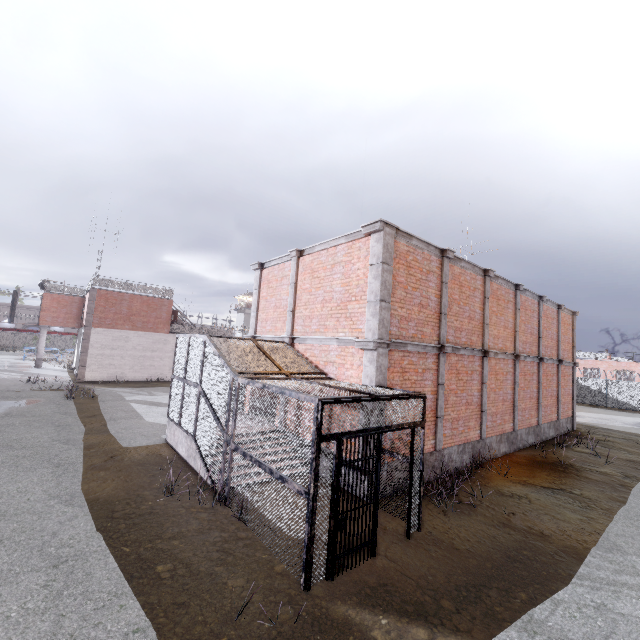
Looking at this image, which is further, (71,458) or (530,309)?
(530,309)

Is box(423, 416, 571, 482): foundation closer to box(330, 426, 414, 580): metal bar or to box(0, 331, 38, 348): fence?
box(330, 426, 414, 580): metal bar

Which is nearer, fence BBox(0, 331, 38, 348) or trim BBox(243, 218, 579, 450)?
trim BBox(243, 218, 579, 450)

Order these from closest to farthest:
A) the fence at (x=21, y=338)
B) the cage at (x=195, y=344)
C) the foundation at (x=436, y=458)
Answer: the cage at (x=195, y=344), the foundation at (x=436, y=458), the fence at (x=21, y=338)

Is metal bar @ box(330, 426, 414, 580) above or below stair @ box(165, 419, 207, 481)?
above

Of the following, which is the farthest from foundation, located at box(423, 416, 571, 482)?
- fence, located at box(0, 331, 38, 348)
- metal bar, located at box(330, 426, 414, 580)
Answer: fence, located at box(0, 331, 38, 348)

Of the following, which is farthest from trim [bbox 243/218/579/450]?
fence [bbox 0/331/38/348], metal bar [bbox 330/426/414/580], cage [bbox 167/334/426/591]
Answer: fence [bbox 0/331/38/348]

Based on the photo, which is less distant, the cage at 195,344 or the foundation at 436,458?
the cage at 195,344
